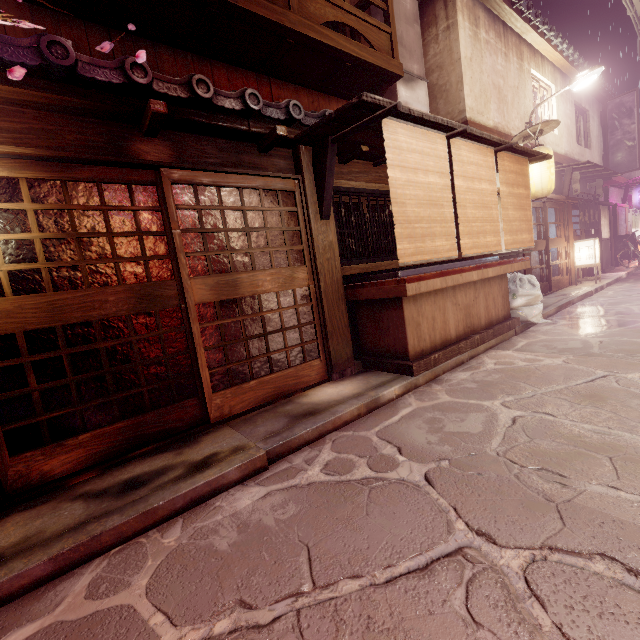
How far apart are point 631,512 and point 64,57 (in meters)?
9.16

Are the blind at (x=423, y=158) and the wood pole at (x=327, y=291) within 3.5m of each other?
yes

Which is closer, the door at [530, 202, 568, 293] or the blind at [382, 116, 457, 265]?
the blind at [382, 116, 457, 265]

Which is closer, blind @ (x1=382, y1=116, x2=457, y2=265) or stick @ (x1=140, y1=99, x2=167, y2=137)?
stick @ (x1=140, y1=99, x2=167, y2=137)

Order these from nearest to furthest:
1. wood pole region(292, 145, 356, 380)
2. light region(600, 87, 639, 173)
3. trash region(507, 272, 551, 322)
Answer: wood pole region(292, 145, 356, 380), trash region(507, 272, 551, 322), light region(600, 87, 639, 173)

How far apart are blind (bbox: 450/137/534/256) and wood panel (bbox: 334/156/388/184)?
2.3 meters

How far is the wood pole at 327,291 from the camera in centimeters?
782cm

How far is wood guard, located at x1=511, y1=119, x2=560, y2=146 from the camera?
12.9 meters
